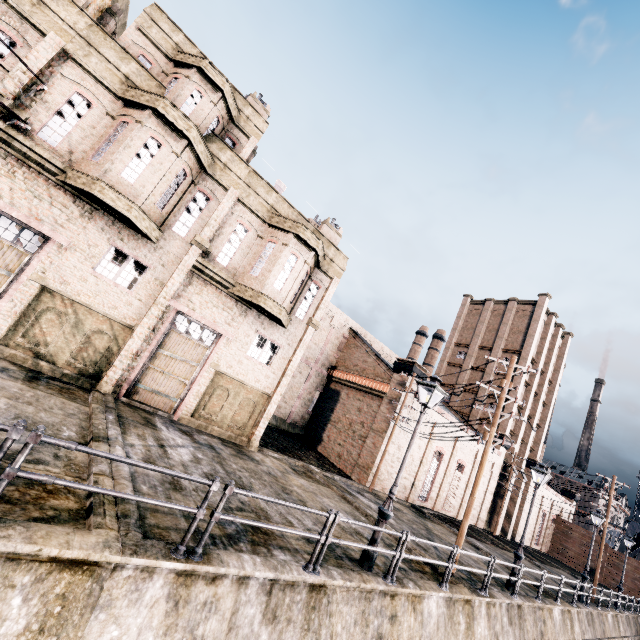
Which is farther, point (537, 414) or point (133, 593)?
point (537, 414)

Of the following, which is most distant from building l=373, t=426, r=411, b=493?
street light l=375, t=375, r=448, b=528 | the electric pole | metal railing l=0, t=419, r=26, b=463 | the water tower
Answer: metal railing l=0, t=419, r=26, b=463

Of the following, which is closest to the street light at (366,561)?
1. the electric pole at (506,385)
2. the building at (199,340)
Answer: the electric pole at (506,385)

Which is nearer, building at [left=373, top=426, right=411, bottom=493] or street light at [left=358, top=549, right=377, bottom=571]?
street light at [left=358, top=549, right=377, bottom=571]

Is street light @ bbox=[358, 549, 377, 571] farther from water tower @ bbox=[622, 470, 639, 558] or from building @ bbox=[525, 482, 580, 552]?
water tower @ bbox=[622, 470, 639, 558]

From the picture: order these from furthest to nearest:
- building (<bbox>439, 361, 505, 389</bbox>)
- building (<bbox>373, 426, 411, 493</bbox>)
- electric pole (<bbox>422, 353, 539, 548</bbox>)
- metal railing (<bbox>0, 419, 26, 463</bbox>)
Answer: building (<bbox>439, 361, 505, 389</bbox>) < building (<bbox>373, 426, 411, 493</bbox>) < electric pole (<bbox>422, 353, 539, 548</bbox>) < metal railing (<bbox>0, 419, 26, 463</bbox>)

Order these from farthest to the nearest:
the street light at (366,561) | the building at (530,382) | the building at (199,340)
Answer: the building at (530,382), the building at (199,340), the street light at (366,561)

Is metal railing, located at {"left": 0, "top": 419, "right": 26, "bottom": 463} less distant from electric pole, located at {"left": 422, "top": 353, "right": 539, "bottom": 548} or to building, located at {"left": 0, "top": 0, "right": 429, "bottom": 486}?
electric pole, located at {"left": 422, "top": 353, "right": 539, "bottom": 548}
